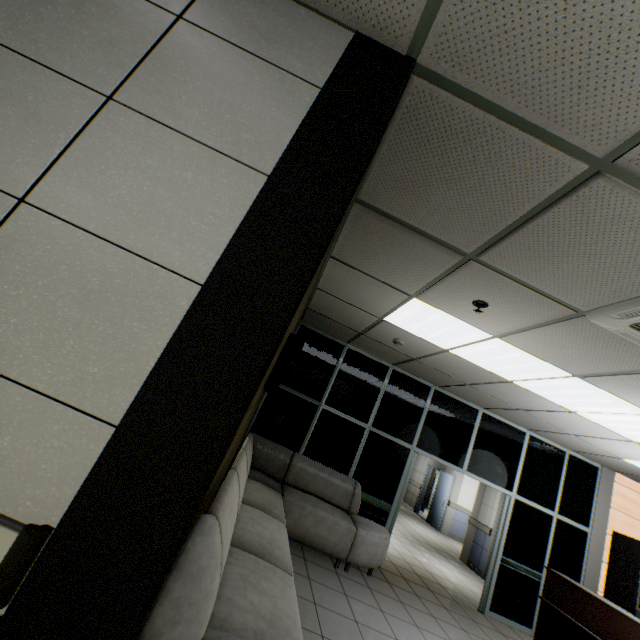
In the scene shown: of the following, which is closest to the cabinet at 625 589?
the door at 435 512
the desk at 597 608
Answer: the desk at 597 608

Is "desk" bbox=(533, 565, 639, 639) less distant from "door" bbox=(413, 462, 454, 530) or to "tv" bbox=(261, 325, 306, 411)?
"tv" bbox=(261, 325, 306, 411)

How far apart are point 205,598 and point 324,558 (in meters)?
4.07

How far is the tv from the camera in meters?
2.9 m

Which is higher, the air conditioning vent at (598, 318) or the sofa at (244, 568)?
the air conditioning vent at (598, 318)

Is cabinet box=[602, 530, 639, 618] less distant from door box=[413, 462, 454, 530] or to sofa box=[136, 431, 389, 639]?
sofa box=[136, 431, 389, 639]

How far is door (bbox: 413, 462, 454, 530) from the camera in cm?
1209

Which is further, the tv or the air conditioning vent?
the tv
